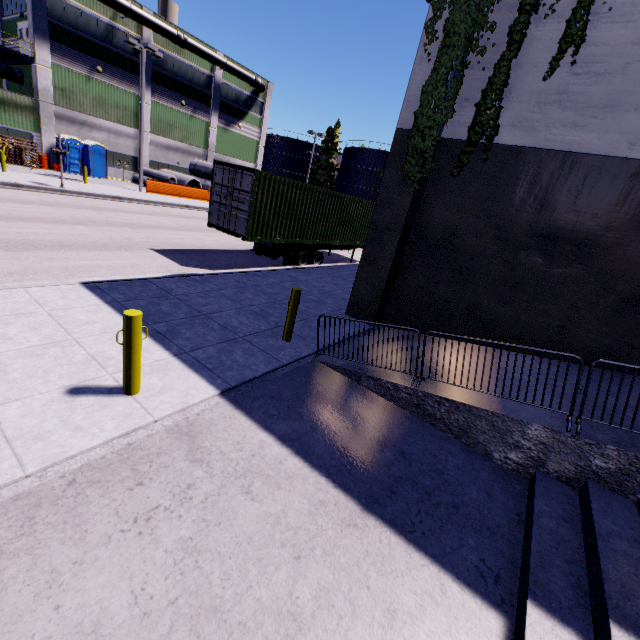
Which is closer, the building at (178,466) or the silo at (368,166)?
the building at (178,466)

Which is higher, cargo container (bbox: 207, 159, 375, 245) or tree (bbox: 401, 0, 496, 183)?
tree (bbox: 401, 0, 496, 183)

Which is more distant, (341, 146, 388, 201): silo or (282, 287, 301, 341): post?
(341, 146, 388, 201): silo

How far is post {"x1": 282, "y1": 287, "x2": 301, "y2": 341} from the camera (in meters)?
6.57

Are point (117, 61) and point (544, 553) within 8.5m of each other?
no

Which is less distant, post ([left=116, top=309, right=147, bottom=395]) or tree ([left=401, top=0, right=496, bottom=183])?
post ([left=116, top=309, right=147, bottom=395])

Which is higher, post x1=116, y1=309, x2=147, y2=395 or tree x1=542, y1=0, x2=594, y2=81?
tree x1=542, y1=0, x2=594, y2=81

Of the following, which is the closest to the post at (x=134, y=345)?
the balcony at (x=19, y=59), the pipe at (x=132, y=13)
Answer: the pipe at (x=132, y=13)
